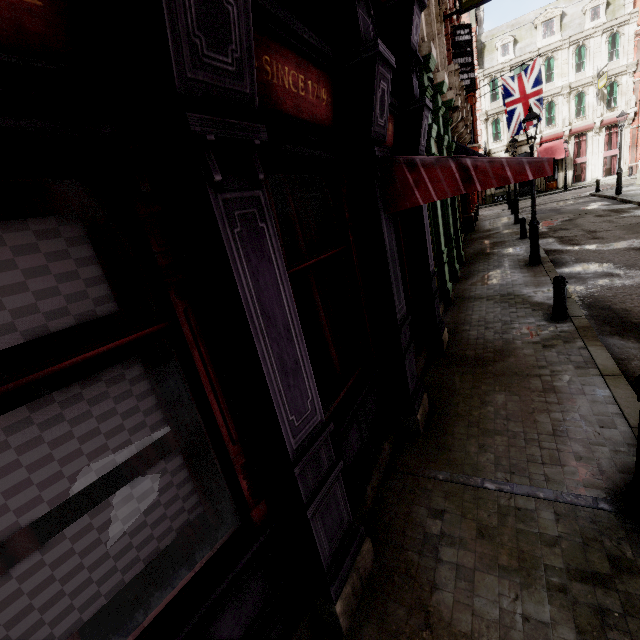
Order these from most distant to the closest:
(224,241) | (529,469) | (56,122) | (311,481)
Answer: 1. (529,469)
2. (311,481)
3. (224,241)
4. (56,122)

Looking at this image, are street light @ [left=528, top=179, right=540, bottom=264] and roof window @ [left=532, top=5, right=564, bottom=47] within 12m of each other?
no

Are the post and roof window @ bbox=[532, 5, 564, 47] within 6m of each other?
no

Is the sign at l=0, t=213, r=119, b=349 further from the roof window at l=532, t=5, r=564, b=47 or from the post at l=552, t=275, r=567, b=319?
the roof window at l=532, t=5, r=564, b=47

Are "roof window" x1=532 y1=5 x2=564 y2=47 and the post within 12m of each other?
no

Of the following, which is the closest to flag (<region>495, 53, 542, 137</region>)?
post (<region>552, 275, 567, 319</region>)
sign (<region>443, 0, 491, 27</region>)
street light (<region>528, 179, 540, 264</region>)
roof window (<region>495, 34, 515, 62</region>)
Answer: sign (<region>443, 0, 491, 27</region>)

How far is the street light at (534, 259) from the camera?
10.42m

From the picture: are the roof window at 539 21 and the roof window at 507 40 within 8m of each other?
yes
